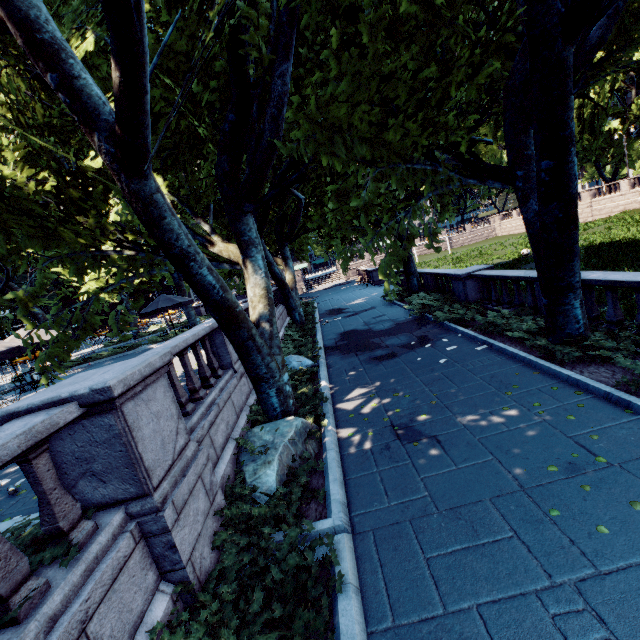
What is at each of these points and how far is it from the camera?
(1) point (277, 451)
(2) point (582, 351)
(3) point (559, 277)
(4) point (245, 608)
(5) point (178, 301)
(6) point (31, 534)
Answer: (1) rock, 5.9m
(2) bush, 7.3m
(3) tree, 7.2m
(4) bush, 3.5m
(5) umbrella, 16.2m
(6) bush, 3.3m

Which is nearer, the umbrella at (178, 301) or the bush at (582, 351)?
the bush at (582, 351)

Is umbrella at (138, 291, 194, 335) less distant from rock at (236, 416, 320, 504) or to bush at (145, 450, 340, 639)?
rock at (236, 416, 320, 504)

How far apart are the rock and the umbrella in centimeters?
1095cm

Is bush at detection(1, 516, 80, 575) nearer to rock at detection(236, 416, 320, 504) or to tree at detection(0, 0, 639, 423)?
tree at detection(0, 0, 639, 423)

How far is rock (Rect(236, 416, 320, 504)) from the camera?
5.41m

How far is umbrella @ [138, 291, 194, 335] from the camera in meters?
15.8 m

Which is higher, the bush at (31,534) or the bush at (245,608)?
the bush at (31,534)
